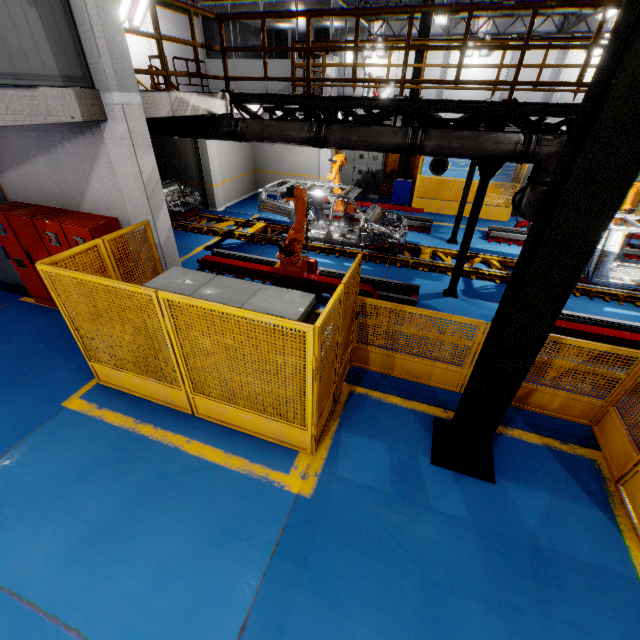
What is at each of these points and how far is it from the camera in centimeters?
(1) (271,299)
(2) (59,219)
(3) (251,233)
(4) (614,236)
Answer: (1) cabinet, 380cm
(2) cabinet, 591cm
(3) platform, 1102cm
(4) chassis, 753cm

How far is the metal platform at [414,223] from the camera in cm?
1202

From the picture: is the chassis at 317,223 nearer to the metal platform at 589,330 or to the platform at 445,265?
the platform at 445,265

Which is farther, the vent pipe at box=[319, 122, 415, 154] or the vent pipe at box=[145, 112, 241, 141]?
the vent pipe at box=[145, 112, 241, 141]

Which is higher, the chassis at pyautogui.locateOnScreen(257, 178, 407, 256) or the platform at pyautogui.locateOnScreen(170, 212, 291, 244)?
the chassis at pyautogui.locateOnScreen(257, 178, 407, 256)

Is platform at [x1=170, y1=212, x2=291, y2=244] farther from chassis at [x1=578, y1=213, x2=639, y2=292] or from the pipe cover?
the pipe cover

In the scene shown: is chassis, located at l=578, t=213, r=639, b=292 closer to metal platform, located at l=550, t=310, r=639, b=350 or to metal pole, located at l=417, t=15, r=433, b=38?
metal platform, located at l=550, t=310, r=639, b=350

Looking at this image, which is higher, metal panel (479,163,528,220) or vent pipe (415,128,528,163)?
vent pipe (415,128,528,163)
